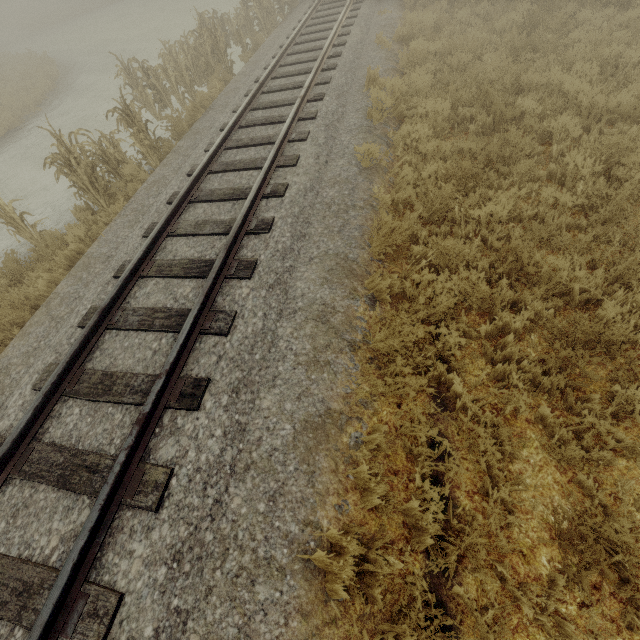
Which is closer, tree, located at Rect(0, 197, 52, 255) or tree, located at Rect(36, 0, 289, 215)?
tree, located at Rect(0, 197, 52, 255)

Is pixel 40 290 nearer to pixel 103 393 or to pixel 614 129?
pixel 103 393

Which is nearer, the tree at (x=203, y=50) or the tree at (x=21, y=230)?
the tree at (x=21, y=230)
